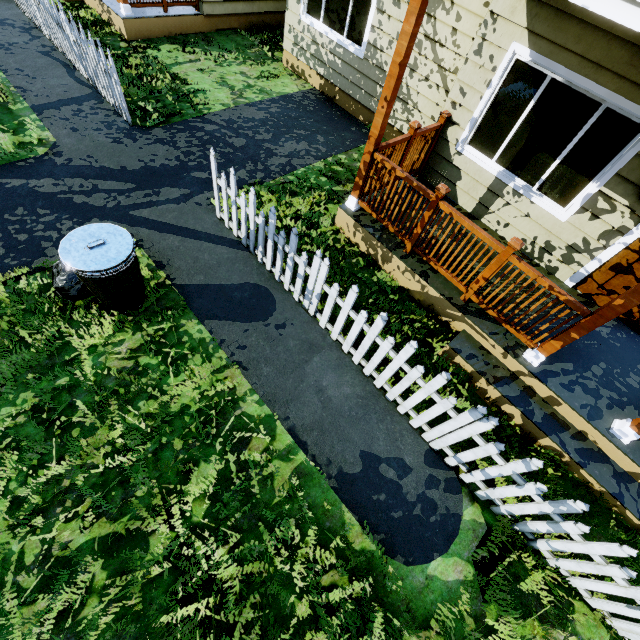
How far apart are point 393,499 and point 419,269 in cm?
295

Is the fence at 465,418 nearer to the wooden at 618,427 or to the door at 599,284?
the wooden at 618,427

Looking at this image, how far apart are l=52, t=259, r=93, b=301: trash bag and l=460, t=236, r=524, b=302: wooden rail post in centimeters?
454cm

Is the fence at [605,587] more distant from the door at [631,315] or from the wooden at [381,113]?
the door at [631,315]

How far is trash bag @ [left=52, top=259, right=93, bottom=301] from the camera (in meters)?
3.54

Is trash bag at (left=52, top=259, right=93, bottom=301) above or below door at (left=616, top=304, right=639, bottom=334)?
below

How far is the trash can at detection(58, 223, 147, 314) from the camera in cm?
313

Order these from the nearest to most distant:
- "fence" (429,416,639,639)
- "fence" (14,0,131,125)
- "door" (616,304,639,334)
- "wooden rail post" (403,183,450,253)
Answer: "fence" (429,416,639,639) < "wooden rail post" (403,183,450,253) < "door" (616,304,639,334) < "fence" (14,0,131,125)
